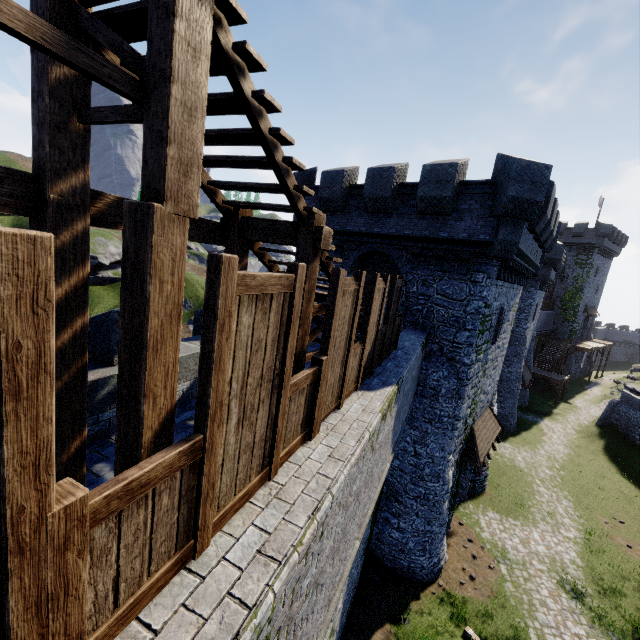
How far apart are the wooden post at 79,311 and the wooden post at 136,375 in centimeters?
110cm

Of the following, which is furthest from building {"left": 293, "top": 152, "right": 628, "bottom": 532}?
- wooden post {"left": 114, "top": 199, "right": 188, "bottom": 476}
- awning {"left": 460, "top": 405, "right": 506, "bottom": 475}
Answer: wooden post {"left": 114, "top": 199, "right": 188, "bottom": 476}

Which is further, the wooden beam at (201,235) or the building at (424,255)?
the building at (424,255)

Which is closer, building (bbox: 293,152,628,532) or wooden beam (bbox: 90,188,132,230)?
wooden beam (bbox: 90,188,132,230)

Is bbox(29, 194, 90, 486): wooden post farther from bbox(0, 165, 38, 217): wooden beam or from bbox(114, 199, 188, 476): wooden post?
bbox(114, 199, 188, 476): wooden post

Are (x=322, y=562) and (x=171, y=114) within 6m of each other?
yes

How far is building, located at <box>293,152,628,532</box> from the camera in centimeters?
1155cm

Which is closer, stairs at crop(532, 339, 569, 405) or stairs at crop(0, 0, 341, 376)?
stairs at crop(0, 0, 341, 376)
